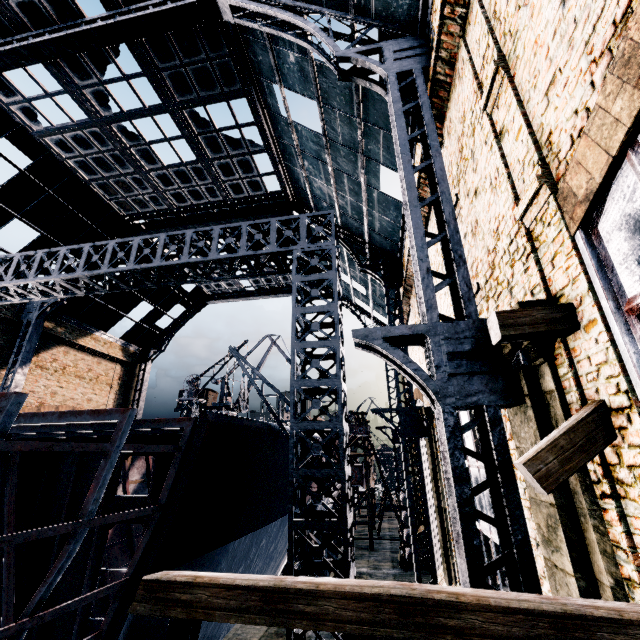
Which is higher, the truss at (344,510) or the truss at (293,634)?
the truss at (344,510)

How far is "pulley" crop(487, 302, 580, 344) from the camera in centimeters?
429cm

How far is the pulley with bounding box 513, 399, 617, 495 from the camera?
3.7m

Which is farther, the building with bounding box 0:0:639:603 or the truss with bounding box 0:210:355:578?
the truss with bounding box 0:210:355:578

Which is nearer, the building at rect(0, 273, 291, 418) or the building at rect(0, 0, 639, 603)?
the building at rect(0, 0, 639, 603)

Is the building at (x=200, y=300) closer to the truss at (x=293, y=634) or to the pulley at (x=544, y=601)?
the truss at (x=293, y=634)

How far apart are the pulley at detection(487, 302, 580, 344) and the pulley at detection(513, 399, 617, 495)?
0.9 meters

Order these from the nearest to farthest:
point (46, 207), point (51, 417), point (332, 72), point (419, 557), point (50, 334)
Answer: point (51, 417) < point (332, 72) < point (46, 207) < point (419, 557) < point (50, 334)
